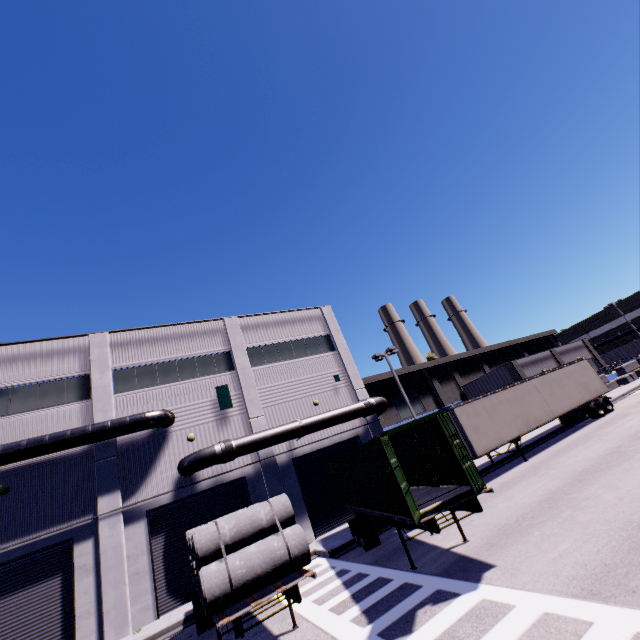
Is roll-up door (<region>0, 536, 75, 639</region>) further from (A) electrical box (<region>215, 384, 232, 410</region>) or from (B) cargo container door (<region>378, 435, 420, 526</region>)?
(A) electrical box (<region>215, 384, 232, 410</region>)

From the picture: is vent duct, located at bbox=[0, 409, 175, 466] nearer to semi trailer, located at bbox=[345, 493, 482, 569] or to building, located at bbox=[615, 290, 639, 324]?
building, located at bbox=[615, 290, 639, 324]

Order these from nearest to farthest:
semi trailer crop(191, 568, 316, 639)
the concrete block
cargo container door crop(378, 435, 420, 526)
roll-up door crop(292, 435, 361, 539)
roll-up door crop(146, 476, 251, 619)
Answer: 1. semi trailer crop(191, 568, 316, 639)
2. cargo container door crop(378, 435, 420, 526)
3. roll-up door crop(146, 476, 251, 619)
4. roll-up door crop(292, 435, 361, 539)
5. the concrete block

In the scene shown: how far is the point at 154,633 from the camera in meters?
12.3 m

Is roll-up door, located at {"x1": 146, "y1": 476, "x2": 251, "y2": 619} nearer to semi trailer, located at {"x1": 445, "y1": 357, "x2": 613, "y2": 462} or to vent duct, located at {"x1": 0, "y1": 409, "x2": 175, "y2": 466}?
semi trailer, located at {"x1": 445, "y1": 357, "x2": 613, "y2": 462}

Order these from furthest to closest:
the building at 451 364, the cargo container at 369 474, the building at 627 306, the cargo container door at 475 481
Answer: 1. the building at 627 306
2. the building at 451 364
3. the cargo container at 369 474
4. the cargo container door at 475 481

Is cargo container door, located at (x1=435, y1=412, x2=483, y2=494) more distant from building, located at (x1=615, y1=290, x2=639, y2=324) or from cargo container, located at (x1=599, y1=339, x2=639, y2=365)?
cargo container, located at (x1=599, y1=339, x2=639, y2=365)

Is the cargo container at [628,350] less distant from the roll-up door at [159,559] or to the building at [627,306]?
the building at [627,306]
